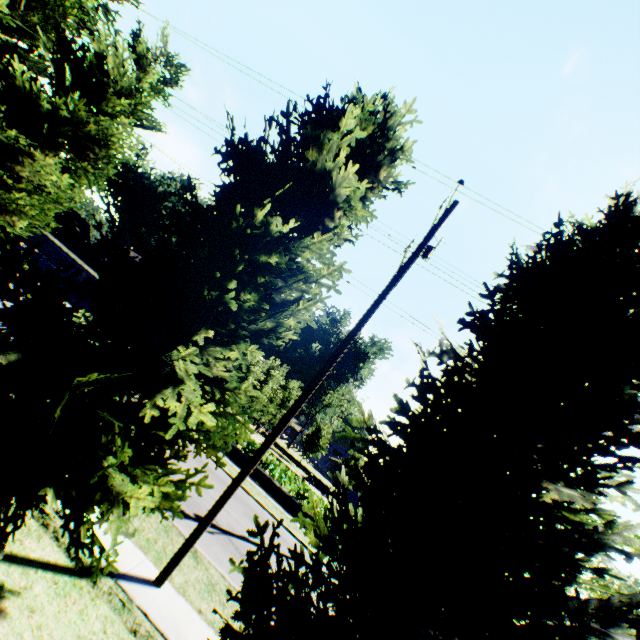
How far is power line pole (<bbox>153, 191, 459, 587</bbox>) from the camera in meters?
6.4

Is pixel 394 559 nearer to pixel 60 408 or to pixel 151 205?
pixel 60 408

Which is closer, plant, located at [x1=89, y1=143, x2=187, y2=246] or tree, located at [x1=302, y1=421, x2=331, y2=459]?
tree, located at [x1=302, y1=421, x2=331, y2=459]

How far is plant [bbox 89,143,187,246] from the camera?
54.3m

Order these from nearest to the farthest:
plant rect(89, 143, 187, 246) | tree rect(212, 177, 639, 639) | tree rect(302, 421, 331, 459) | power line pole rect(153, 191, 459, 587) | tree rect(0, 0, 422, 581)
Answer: tree rect(212, 177, 639, 639)
tree rect(0, 0, 422, 581)
power line pole rect(153, 191, 459, 587)
tree rect(302, 421, 331, 459)
plant rect(89, 143, 187, 246)

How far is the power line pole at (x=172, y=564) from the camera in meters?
6.4

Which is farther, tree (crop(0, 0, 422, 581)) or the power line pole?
the power line pole

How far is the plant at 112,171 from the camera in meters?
54.3
